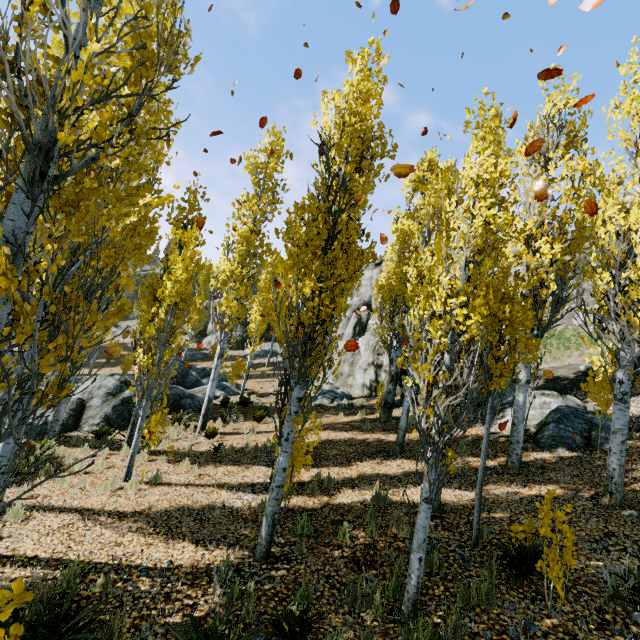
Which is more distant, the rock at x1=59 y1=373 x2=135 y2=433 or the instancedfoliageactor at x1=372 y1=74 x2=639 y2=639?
the rock at x1=59 y1=373 x2=135 y2=433

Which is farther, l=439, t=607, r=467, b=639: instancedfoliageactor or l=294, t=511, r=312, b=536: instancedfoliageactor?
l=294, t=511, r=312, b=536: instancedfoliageactor

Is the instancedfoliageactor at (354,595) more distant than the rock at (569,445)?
No

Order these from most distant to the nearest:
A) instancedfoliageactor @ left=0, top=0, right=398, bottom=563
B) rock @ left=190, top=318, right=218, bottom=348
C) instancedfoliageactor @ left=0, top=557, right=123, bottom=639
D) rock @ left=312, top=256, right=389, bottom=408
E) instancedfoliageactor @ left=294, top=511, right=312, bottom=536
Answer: rock @ left=190, top=318, right=218, bottom=348, rock @ left=312, top=256, right=389, bottom=408, instancedfoliageactor @ left=294, top=511, right=312, bottom=536, instancedfoliageactor @ left=0, top=0, right=398, bottom=563, instancedfoliageactor @ left=0, top=557, right=123, bottom=639

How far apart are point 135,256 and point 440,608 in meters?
7.5 m

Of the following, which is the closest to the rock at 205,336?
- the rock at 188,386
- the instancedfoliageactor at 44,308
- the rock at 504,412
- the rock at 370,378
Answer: the instancedfoliageactor at 44,308
